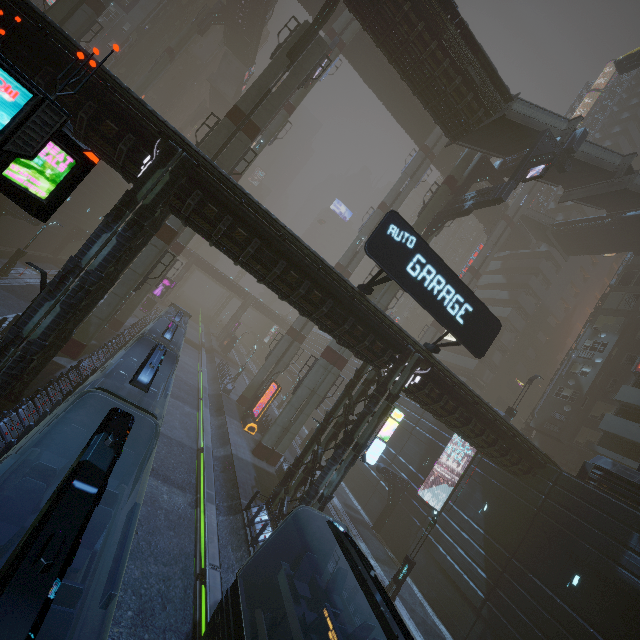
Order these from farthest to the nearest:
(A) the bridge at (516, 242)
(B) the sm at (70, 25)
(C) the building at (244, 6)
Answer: (A) the bridge at (516, 242), (C) the building at (244, 6), (B) the sm at (70, 25)

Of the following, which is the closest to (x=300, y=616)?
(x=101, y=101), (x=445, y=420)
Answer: (x=445, y=420)

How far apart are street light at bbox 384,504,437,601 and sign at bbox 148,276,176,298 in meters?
42.0 m

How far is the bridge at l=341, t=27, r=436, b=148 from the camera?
37.1m

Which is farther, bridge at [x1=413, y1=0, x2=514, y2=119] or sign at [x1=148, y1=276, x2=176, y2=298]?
sign at [x1=148, y1=276, x2=176, y2=298]

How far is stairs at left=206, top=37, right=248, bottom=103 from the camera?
53.6 meters

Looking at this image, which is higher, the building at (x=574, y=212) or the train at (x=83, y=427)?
the building at (x=574, y=212)

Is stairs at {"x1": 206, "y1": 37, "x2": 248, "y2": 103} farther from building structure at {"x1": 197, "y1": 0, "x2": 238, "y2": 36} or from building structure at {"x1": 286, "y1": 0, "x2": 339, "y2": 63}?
building structure at {"x1": 286, "y1": 0, "x2": 339, "y2": 63}
